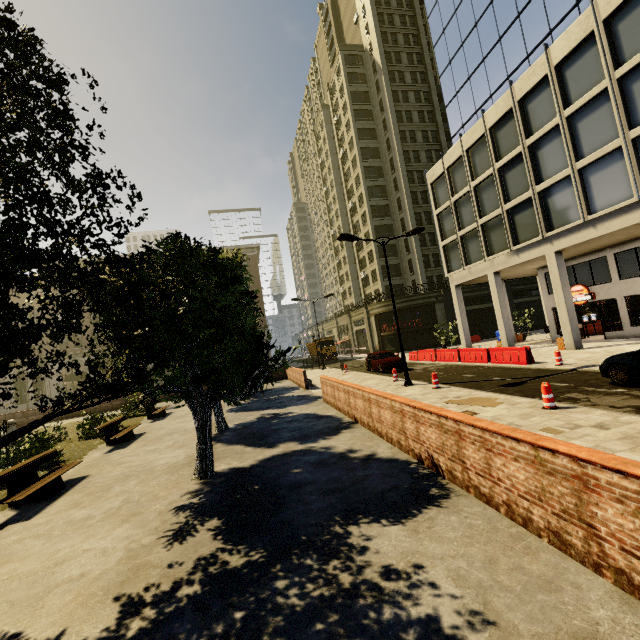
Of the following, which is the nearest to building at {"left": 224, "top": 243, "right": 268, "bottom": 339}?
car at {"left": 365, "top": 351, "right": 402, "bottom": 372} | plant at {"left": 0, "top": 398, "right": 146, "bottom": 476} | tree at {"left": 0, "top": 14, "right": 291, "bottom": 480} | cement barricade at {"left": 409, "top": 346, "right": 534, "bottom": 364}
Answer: tree at {"left": 0, "top": 14, "right": 291, "bottom": 480}

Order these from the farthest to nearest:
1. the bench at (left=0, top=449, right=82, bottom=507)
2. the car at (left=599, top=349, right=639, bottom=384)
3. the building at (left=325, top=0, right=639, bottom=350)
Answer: the building at (left=325, top=0, right=639, bottom=350)
the car at (left=599, top=349, right=639, bottom=384)
the bench at (left=0, top=449, right=82, bottom=507)

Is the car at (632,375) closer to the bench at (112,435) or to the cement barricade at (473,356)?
the cement barricade at (473,356)

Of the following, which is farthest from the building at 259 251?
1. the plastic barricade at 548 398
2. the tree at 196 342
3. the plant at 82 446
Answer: the plant at 82 446

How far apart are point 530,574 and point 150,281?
8.52m

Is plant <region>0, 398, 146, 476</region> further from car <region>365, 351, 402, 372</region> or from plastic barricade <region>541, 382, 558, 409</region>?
car <region>365, 351, 402, 372</region>

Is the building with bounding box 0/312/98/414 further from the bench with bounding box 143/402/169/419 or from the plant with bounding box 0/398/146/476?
the plant with bounding box 0/398/146/476

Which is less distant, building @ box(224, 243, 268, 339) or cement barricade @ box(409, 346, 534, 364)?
cement barricade @ box(409, 346, 534, 364)
